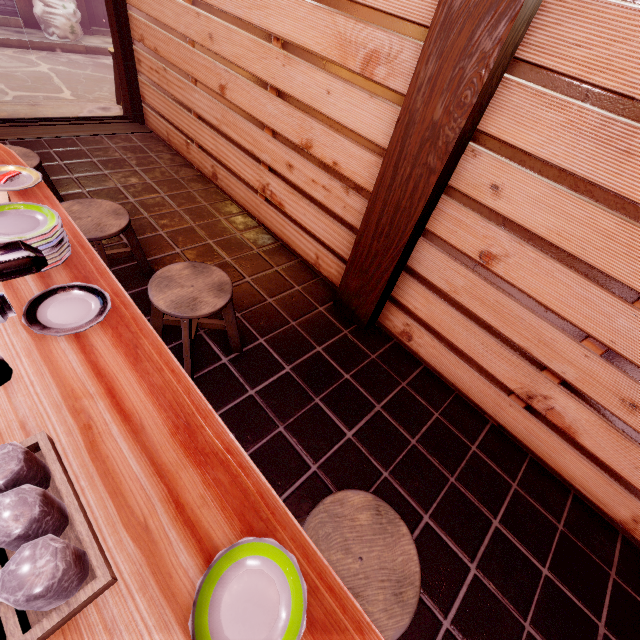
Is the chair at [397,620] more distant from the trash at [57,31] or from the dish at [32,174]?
the trash at [57,31]

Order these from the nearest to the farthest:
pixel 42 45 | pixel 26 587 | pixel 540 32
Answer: pixel 26 587 → pixel 540 32 → pixel 42 45

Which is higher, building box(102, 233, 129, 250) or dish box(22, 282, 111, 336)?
dish box(22, 282, 111, 336)

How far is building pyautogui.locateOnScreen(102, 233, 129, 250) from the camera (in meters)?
5.36

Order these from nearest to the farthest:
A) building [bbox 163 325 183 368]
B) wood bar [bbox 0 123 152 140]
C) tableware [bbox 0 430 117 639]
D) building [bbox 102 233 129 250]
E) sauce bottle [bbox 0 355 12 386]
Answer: tableware [bbox 0 430 117 639] < sauce bottle [bbox 0 355 12 386] < building [bbox 163 325 183 368] < building [bbox 102 233 129 250] < wood bar [bbox 0 123 152 140]

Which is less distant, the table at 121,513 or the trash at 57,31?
→ the table at 121,513

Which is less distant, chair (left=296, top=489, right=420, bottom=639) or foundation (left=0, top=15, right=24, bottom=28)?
chair (left=296, top=489, right=420, bottom=639)

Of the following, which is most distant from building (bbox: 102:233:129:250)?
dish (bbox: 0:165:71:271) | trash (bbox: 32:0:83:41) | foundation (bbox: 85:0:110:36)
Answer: trash (bbox: 32:0:83:41)
